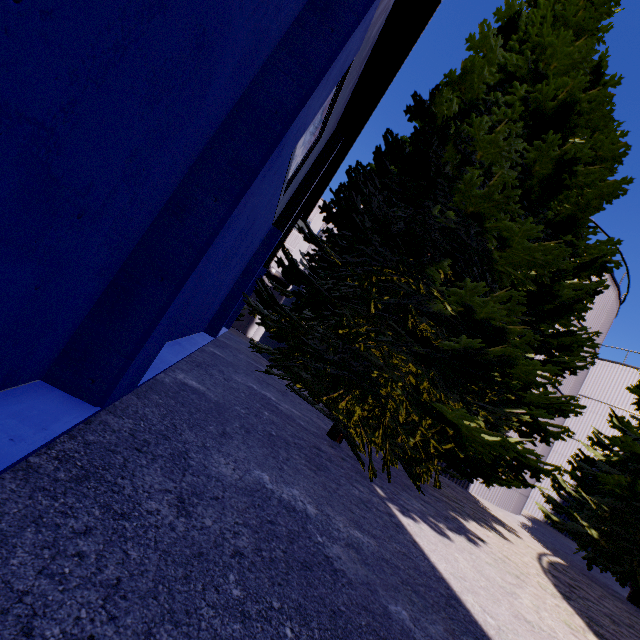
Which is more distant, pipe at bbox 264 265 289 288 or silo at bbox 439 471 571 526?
pipe at bbox 264 265 289 288

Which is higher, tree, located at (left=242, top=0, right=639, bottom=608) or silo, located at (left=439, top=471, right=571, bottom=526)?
tree, located at (left=242, top=0, right=639, bottom=608)

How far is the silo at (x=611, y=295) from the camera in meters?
14.9

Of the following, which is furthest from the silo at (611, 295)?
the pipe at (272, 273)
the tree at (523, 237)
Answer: the pipe at (272, 273)

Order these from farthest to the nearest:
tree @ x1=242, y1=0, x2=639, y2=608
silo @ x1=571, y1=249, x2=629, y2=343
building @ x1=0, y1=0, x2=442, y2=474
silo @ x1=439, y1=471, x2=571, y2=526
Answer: silo @ x1=571, y1=249, x2=629, y2=343 < silo @ x1=439, y1=471, x2=571, y2=526 < tree @ x1=242, y1=0, x2=639, y2=608 < building @ x1=0, y1=0, x2=442, y2=474

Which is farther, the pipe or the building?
the pipe

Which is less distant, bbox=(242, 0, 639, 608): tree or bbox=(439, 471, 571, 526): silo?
bbox=(242, 0, 639, 608): tree

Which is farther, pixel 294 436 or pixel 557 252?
pixel 294 436
